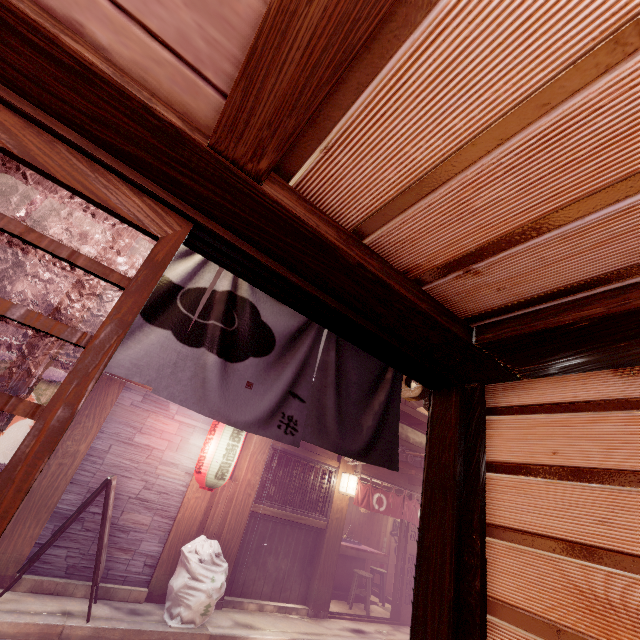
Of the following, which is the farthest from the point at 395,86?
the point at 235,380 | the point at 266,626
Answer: the point at 266,626

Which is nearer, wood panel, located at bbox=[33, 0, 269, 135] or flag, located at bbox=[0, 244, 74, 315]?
wood panel, located at bbox=[33, 0, 269, 135]

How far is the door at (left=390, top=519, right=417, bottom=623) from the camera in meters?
13.7

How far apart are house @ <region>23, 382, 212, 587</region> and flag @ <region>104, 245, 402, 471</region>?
8.5 meters

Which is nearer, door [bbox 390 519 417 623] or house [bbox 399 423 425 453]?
door [bbox 390 519 417 623]

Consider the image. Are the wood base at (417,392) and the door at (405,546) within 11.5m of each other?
no

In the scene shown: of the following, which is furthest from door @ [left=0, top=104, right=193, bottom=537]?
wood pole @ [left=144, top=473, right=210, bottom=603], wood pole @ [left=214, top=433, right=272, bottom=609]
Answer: wood pole @ [left=214, top=433, right=272, bottom=609]

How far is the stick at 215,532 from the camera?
10.2 meters
